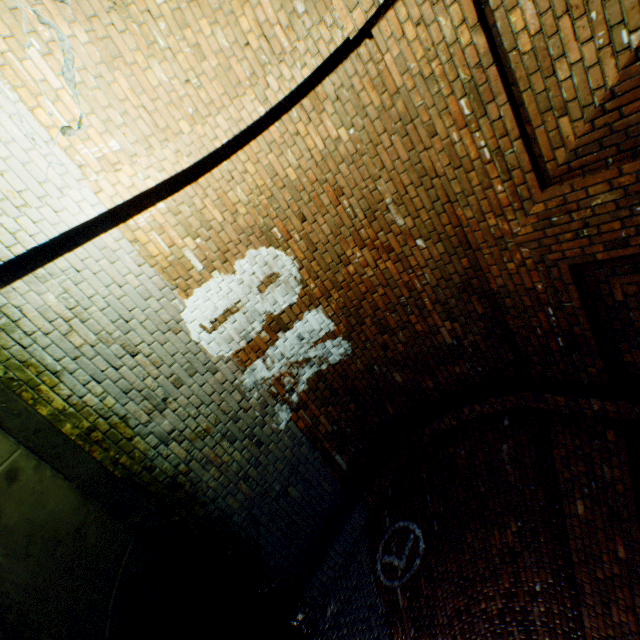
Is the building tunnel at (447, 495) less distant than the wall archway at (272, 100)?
No

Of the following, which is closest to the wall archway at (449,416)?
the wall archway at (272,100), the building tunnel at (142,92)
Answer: the building tunnel at (142,92)

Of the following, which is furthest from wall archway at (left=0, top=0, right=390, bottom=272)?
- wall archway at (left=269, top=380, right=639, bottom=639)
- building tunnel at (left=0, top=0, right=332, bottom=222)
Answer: wall archway at (left=269, top=380, right=639, bottom=639)

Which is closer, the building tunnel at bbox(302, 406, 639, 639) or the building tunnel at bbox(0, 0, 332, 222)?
the building tunnel at bbox(0, 0, 332, 222)

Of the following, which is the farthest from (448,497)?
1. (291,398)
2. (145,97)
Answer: (145,97)

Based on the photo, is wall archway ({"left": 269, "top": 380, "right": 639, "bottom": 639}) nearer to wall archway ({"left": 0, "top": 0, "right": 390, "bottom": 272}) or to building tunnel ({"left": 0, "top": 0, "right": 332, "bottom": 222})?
building tunnel ({"left": 0, "top": 0, "right": 332, "bottom": 222})
